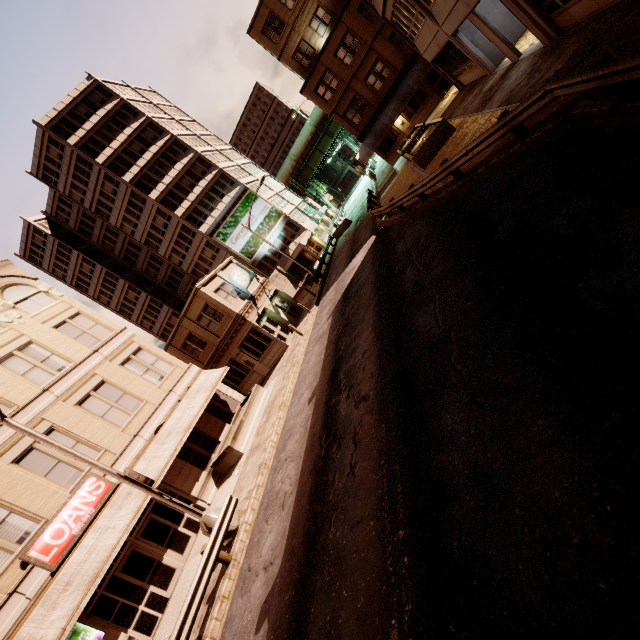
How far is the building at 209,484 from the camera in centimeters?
1703cm

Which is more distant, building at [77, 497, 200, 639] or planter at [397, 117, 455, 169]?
planter at [397, 117, 455, 169]

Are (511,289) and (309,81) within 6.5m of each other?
no

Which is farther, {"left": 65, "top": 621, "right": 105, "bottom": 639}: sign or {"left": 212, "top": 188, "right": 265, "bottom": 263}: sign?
{"left": 212, "top": 188, "right": 265, "bottom": 263}: sign

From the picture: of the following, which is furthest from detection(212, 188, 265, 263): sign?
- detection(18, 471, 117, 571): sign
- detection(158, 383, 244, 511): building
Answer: detection(18, 471, 117, 571): sign

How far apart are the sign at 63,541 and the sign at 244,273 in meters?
16.2

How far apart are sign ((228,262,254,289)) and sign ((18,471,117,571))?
16.17m

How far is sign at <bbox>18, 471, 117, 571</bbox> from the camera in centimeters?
1234cm
